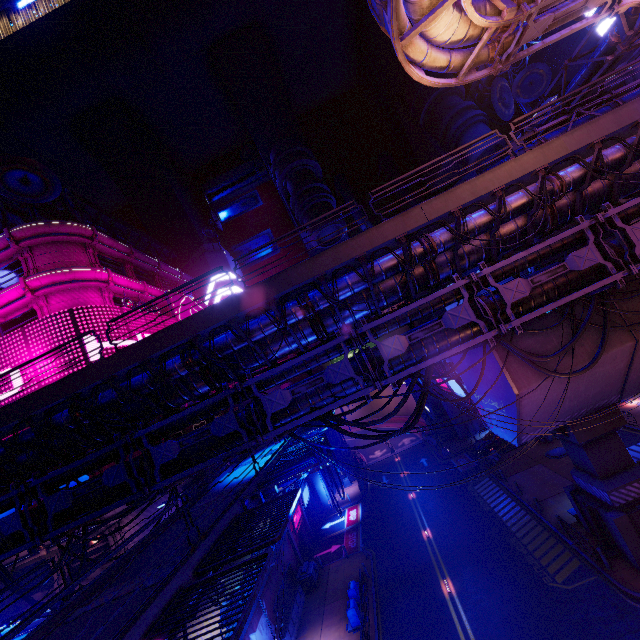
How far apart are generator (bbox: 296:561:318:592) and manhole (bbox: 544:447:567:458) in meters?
22.5

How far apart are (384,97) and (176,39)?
34.8 meters

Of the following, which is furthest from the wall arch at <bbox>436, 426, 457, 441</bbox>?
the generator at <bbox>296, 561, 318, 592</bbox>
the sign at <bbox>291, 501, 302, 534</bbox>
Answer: the generator at <bbox>296, 561, 318, 592</bbox>

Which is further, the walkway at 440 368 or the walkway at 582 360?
the walkway at 440 368

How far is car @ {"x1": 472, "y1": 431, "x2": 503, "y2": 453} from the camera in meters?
35.1 m

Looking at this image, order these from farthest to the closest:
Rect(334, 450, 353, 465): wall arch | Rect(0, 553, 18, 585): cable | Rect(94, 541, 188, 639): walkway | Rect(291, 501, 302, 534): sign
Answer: Rect(334, 450, 353, 465): wall arch
Rect(291, 501, 302, 534): sign
Rect(0, 553, 18, 585): cable
Rect(94, 541, 188, 639): walkway

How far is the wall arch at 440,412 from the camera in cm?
4456

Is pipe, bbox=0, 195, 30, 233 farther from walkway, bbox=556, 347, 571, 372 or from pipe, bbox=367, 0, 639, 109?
walkway, bbox=556, 347, 571, 372
